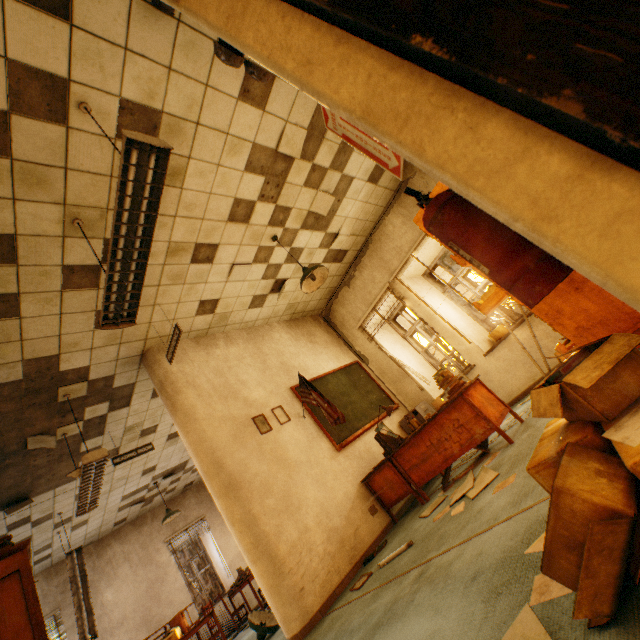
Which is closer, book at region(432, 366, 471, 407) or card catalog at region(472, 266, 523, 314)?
card catalog at region(472, 266, 523, 314)

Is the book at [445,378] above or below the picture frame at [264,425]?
below

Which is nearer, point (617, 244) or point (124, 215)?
point (617, 244)

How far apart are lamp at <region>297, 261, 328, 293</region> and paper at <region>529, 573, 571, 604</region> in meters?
3.5 m

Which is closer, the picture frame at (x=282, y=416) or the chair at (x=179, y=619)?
the picture frame at (x=282, y=416)

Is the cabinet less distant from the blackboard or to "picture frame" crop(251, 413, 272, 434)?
the blackboard

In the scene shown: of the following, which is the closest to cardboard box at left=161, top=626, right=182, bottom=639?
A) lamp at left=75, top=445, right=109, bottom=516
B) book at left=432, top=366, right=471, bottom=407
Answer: lamp at left=75, top=445, right=109, bottom=516

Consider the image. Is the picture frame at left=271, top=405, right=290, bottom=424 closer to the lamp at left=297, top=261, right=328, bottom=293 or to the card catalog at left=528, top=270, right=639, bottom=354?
the lamp at left=297, top=261, right=328, bottom=293
